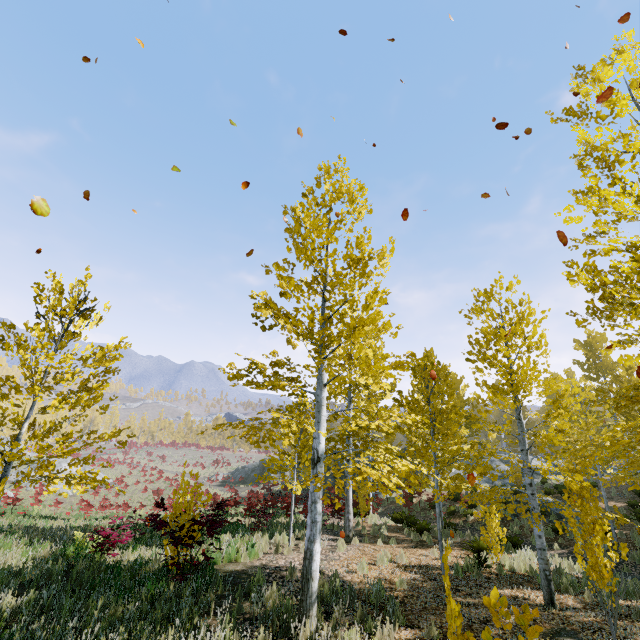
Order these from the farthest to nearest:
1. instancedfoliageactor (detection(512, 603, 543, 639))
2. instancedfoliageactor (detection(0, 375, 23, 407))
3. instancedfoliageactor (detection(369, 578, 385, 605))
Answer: instancedfoliageactor (detection(369, 578, 385, 605)) → instancedfoliageactor (detection(0, 375, 23, 407)) → instancedfoliageactor (detection(512, 603, 543, 639))

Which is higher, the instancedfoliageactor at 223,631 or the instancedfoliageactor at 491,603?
the instancedfoliageactor at 491,603

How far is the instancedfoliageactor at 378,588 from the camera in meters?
7.1

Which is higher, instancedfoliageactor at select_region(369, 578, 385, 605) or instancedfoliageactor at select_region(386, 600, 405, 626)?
instancedfoliageactor at select_region(386, 600, 405, 626)

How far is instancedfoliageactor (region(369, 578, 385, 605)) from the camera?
7.1m

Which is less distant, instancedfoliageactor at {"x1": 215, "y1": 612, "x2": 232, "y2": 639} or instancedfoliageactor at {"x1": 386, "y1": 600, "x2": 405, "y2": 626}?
instancedfoliageactor at {"x1": 215, "y1": 612, "x2": 232, "y2": 639}

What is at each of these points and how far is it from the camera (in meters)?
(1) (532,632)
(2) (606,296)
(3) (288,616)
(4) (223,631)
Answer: (1) instancedfoliageactor, 2.04
(2) instancedfoliageactor, 5.48
(3) instancedfoliageactor, 6.17
(4) instancedfoliageactor, 5.51
